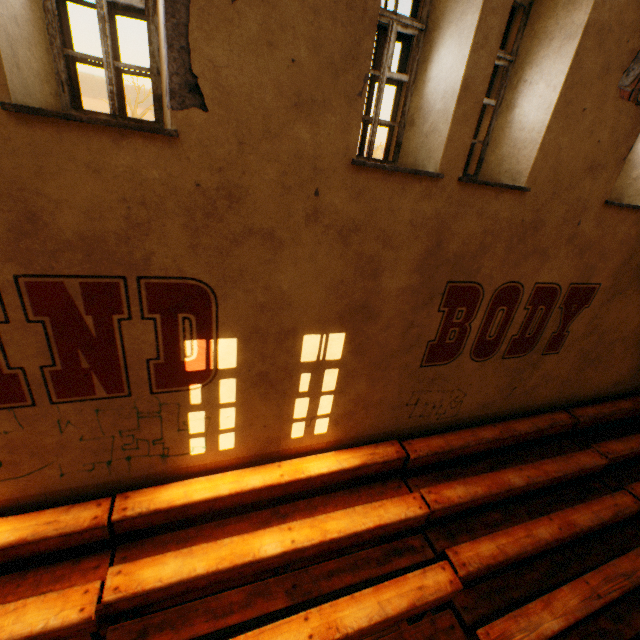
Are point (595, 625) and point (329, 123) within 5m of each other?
no
